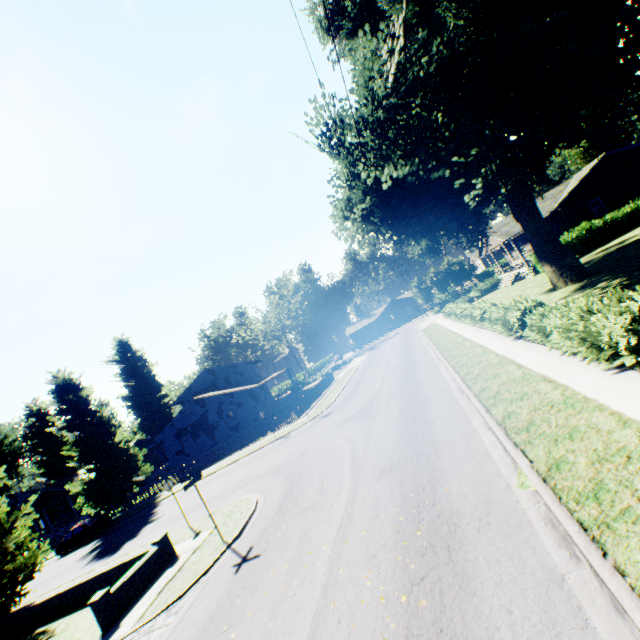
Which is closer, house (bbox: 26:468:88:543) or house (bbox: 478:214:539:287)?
house (bbox: 478:214:539:287)

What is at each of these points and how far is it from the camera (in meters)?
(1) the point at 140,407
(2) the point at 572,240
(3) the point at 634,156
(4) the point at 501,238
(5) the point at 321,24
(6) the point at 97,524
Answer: (1) plant, 56.47
(2) hedge, 27.55
(3) house, 28.89
(4) house, 31.98
(5) plant, 17.77
(6) car, 27.19

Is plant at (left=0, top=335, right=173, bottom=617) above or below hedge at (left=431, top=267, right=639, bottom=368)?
above

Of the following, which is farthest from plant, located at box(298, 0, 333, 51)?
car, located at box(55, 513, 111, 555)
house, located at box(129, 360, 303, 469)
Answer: car, located at box(55, 513, 111, 555)

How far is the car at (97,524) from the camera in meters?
26.9

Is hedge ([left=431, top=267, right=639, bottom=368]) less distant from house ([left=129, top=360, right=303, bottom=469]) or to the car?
the car

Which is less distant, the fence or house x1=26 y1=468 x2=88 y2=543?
the fence

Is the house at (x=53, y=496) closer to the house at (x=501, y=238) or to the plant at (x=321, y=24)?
the plant at (x=321, y=24)
